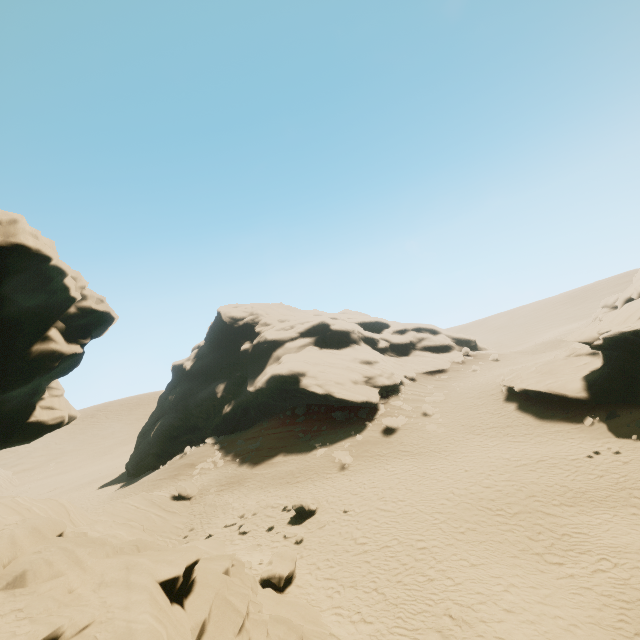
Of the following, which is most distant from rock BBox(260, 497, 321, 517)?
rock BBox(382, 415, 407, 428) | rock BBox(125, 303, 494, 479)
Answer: rock BBox(125, 303, 494, 479)

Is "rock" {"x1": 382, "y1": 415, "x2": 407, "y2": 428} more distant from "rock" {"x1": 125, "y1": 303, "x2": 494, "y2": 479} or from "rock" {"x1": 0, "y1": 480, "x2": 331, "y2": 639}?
"rock" {"x1": 0, "y1": 480, "x2": 331, "y2": 639}

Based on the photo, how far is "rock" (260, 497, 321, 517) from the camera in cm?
1862

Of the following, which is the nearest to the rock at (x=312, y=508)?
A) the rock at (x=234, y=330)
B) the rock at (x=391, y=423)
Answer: the rock at (x=391, y=423)

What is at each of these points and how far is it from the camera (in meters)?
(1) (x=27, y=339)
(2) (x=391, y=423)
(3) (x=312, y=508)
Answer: (1) rock, 10.00
(2) rock, 27.61
(3) rock, 18.72

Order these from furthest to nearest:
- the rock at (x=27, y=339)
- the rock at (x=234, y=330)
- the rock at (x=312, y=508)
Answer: the rock at (x=234, y=330) → the rock at (x=312, y=508) → the rock at (x=27, y=339)

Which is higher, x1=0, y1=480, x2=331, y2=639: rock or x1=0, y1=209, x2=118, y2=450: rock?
x1=0, y1=209, x2=118, y2=450: rock
